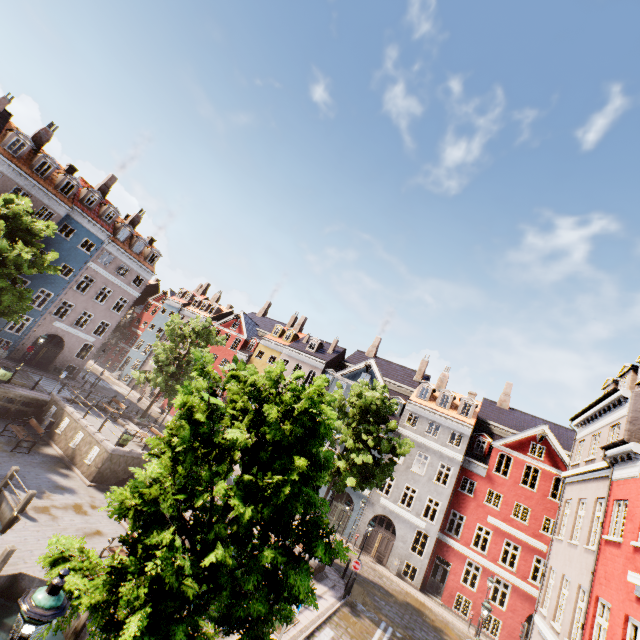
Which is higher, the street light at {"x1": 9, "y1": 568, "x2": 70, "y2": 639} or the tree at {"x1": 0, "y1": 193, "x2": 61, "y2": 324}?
the tree at {"x1": 0, "y1": 193, "x2": 61, "y2": 324}

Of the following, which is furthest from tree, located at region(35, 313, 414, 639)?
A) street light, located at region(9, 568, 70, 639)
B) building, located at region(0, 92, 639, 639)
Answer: building, located at region(0, 92, 639, 639)

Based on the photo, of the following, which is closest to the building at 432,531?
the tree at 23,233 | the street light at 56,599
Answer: the street light at 56,599

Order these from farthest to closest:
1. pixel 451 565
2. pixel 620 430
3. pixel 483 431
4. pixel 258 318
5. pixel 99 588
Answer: pixel 258 318, pixel 483 431, pixel 451 565, pixel 620 430, pixel 99 588
